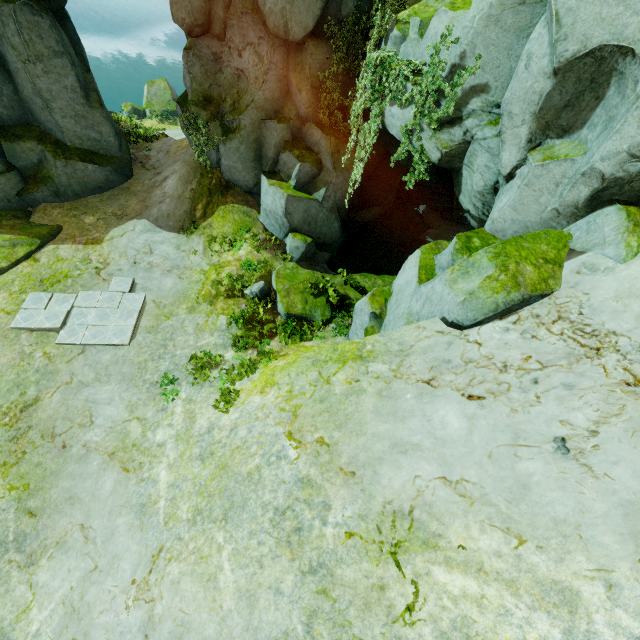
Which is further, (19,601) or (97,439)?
(97,439)

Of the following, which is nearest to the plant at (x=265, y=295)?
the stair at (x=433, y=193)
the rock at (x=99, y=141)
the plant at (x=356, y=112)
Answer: the rock at (x=99, y=141)

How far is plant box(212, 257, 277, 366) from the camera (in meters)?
11.62

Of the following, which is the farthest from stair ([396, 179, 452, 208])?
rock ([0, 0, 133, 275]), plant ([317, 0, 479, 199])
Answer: plant ([317, 0, 479, 199])

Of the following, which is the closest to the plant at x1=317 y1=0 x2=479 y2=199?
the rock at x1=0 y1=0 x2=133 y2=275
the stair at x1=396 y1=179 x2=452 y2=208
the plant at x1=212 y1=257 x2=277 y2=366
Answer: the rock at x1=0 y1=0 x2=133 y2=275

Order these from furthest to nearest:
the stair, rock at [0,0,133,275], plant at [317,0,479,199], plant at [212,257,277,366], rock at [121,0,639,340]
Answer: the stair, rock at [0,0,133,275], plant at [212,257,277,366], plant at [317,0,479,199], rock at [121,0,639,340]

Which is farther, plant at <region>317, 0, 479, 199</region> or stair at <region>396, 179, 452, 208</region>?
stair at <region>396, 179, 452, 208</region>

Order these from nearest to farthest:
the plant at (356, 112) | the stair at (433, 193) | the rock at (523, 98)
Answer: the rock at (523, 98) → the plant at (356, 112) → the stair at (433, 193)
